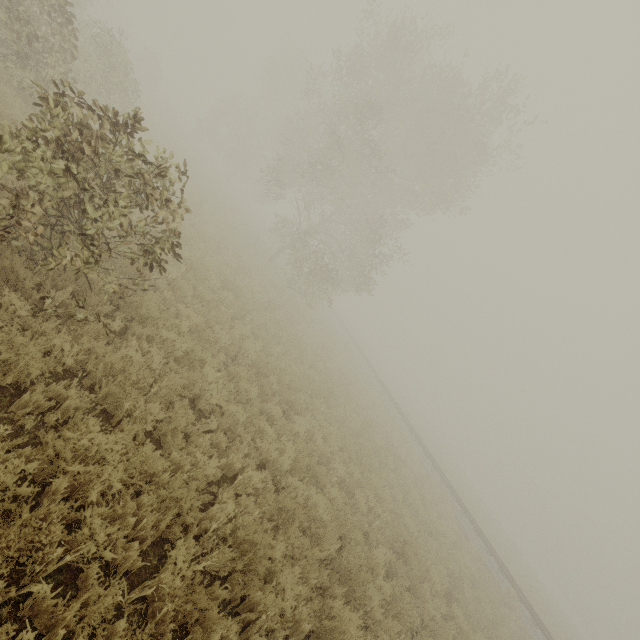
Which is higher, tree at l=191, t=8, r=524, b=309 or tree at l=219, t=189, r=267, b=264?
tree at l=191, t=8, r=524, b=309

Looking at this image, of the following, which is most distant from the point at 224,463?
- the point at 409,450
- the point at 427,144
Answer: the point at 427,144

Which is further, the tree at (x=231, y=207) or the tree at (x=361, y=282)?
the tree at (x=231, y=207)

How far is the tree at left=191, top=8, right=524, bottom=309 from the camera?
18.1m

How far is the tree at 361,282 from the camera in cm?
1811

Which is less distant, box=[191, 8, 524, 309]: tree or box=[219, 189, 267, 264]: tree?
box=[191, 8, 524, 309]: tree
